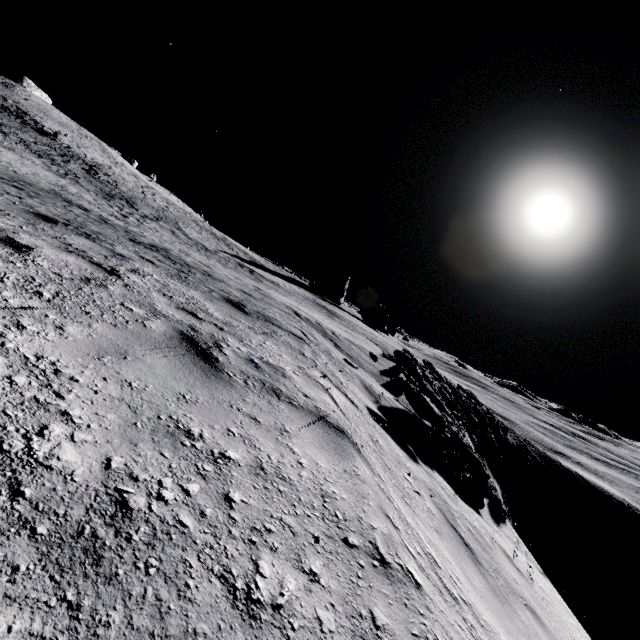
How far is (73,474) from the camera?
1.4m

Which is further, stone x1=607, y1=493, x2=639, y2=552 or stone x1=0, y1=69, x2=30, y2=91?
stone x1=0, y1=69, x2=30, y2=91

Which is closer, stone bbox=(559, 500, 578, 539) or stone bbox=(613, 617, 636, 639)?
stone bbox=(613, 617, 636, 639)

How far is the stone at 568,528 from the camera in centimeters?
3199cm

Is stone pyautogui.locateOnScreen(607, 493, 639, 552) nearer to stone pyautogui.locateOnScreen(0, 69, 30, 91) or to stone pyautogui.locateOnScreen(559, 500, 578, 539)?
stone pyautogui.locateOnScreen(559, 500, 578, 539)

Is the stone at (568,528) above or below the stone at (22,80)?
below

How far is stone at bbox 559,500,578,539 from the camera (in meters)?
31.99

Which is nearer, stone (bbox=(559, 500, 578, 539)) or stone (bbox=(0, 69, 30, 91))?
stone (bbox=(559, 500, 578, 539))
